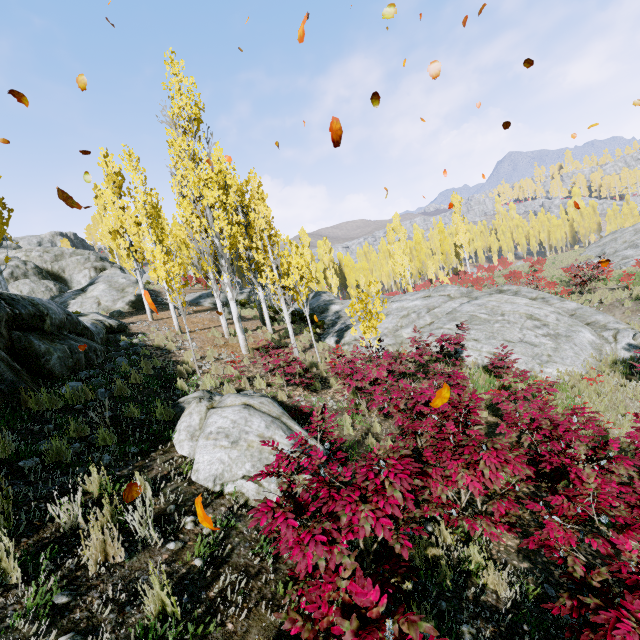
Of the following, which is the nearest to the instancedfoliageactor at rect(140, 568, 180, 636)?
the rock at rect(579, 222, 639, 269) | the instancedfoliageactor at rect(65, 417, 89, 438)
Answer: the rock at rect(579, 222, 639, 269)

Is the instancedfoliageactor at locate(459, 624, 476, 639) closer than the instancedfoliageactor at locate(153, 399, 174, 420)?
Yes

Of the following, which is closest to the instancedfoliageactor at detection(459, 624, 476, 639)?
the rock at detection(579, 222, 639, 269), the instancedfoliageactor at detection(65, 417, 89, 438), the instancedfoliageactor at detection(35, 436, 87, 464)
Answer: the rock at detection(579, 222, 639, 269)

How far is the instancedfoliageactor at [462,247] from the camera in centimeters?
3797cm

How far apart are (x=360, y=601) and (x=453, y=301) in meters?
17.2

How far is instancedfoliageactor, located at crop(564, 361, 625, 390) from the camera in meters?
9.5

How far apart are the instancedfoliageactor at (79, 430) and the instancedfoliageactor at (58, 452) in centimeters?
18cm

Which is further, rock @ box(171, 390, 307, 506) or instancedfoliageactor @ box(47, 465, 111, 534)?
rock @ box(171, 390, 307, 506)
